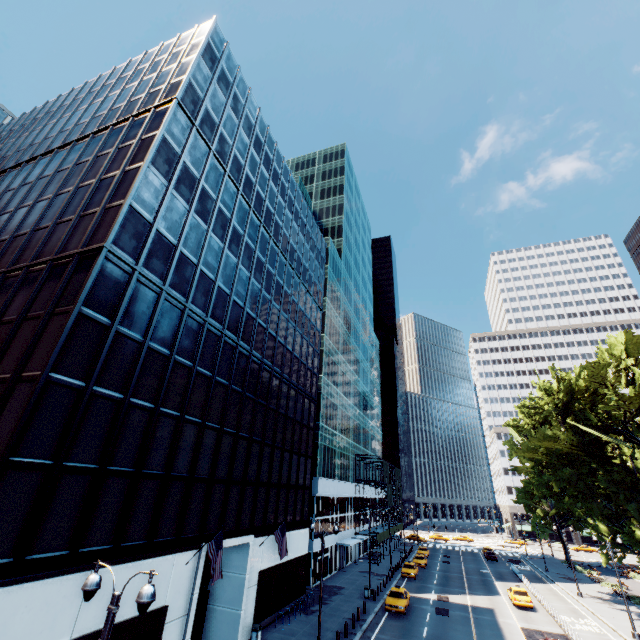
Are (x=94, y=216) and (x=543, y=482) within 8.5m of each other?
no

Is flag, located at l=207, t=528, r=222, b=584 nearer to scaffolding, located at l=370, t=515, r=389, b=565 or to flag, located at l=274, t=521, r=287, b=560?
flag, located at l=274, t=521, r=287, b=560

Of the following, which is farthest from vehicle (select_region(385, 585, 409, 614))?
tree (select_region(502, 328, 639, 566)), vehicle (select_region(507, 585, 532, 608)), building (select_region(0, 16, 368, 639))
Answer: tree (select_region(502, 328, 639, 566))

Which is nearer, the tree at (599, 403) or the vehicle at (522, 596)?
the tree at (599, 403)

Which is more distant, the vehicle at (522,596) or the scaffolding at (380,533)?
the scaffolding at (380,533)

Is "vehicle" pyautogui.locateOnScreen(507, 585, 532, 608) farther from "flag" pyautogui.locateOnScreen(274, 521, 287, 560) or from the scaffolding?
"flag" pyautogui.locateOnScreen(274, 521, 287, 560)

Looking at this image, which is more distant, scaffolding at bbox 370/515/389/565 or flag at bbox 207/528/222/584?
scaffolding at bbox 370/515/389/565

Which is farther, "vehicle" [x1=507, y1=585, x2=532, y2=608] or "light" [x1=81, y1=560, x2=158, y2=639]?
"vehicle" [x1=507, y1=585, x2=532, y2=608]
